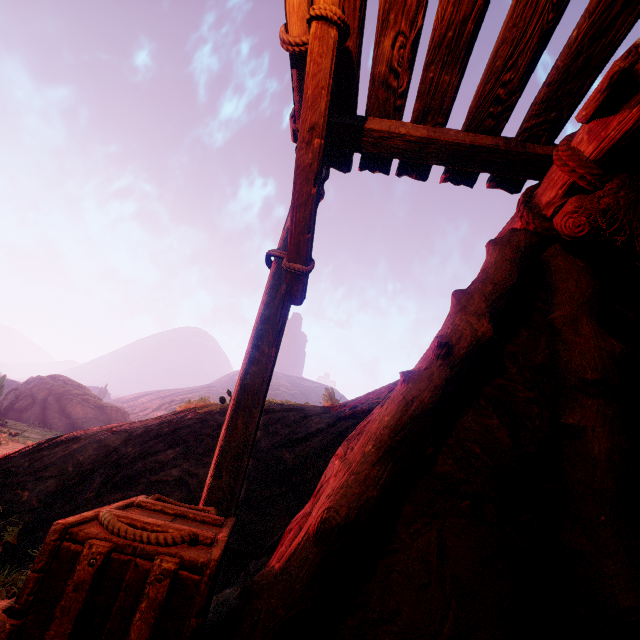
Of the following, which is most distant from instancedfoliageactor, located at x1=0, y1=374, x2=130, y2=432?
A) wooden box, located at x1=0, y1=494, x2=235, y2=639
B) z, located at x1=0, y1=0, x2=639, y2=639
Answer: wooden box, located at x1=0, y1=494, x2=235, y2=639

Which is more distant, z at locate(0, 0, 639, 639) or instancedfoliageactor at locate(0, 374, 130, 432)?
instancedfoliageactor at locate(0, 374, 130, 432)

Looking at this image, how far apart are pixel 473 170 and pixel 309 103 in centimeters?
169cm

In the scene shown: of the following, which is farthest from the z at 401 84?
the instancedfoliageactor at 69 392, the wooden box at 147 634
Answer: the instancedfoliageactor at 69 392

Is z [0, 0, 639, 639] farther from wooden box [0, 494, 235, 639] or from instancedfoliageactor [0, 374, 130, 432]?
instancedfoliageactor [0, 374, 130, 432]
